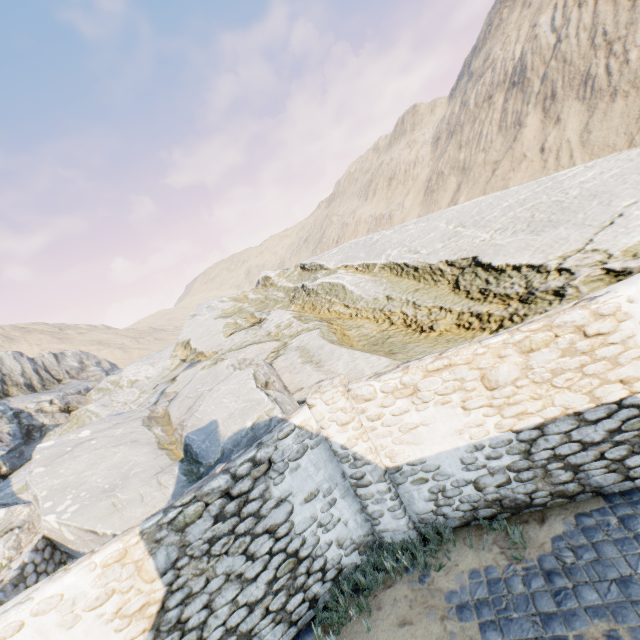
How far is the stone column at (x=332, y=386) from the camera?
5.4 meters

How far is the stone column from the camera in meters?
5.4 m

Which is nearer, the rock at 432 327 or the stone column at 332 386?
the stone column at 332 386

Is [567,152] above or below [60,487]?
above

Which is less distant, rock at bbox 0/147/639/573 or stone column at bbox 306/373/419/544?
stone column at bbox 306/373/419/544
